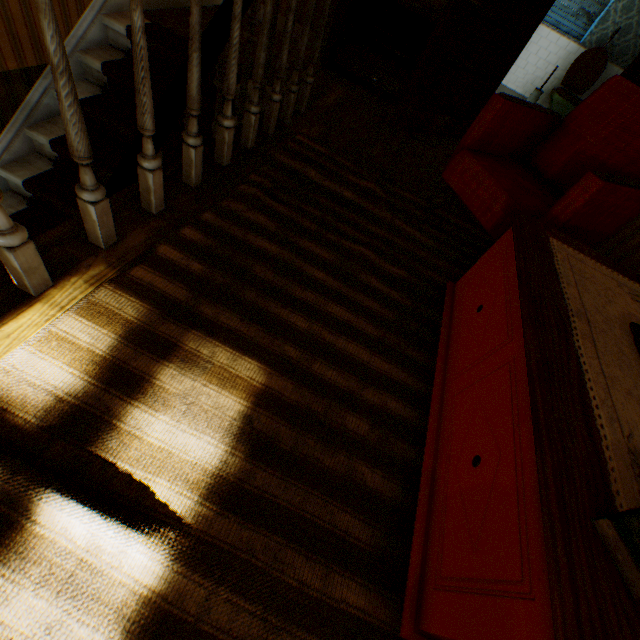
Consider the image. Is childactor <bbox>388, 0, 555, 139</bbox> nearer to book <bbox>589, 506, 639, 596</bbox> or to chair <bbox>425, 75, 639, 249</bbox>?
chair <bbox>425, 75, 639, 249</bbox>

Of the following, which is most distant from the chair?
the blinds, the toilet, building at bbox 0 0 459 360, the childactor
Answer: the blinds

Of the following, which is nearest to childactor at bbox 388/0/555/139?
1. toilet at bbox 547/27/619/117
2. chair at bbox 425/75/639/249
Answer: chair at bbox 425/75/639/249

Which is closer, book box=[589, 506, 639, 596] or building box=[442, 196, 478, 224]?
book box=[589, 506, 639, 596]

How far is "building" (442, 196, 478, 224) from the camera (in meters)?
2.87

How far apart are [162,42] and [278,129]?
1.4 meters

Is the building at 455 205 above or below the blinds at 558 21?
below

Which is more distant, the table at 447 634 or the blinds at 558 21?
the blinds at 558 21
